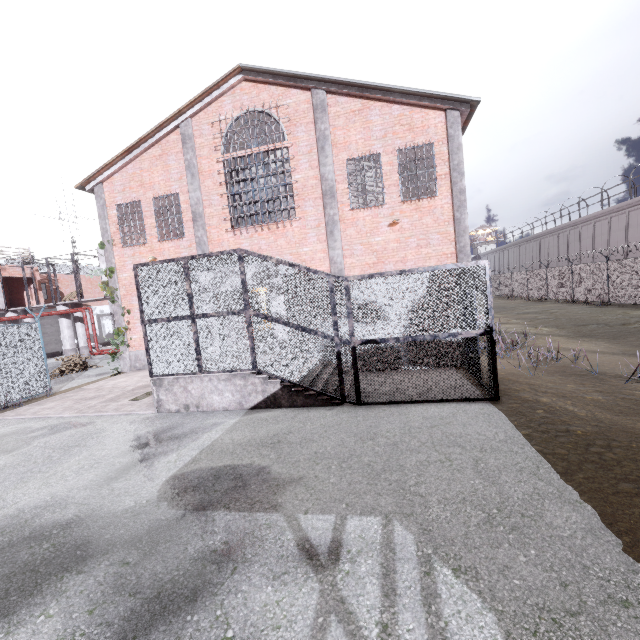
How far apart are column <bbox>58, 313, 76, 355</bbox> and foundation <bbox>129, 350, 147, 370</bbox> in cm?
900

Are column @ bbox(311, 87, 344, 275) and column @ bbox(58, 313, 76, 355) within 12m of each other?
no

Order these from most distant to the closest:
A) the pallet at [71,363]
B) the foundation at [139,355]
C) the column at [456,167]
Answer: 1. the pallet at [71,363]
2. the foundation at [139,355]
3. the column at [456,167]

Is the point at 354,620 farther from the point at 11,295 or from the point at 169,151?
the point at 11,295

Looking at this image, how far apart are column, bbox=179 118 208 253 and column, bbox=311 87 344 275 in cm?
533

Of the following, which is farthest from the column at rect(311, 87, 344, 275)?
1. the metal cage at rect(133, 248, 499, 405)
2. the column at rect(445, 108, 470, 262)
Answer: the column at rect(445, 108, 470, 262)

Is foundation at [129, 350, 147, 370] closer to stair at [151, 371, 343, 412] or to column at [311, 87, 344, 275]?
stair at [151, 371, 343, 412]

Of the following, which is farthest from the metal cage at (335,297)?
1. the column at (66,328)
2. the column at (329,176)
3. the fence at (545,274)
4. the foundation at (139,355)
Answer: the column at (66,328)
